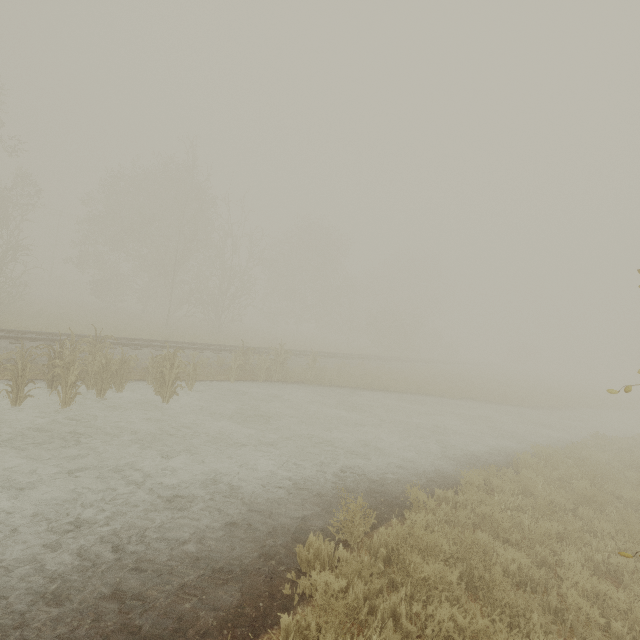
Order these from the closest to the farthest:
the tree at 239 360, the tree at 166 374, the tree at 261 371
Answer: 1. the tree at 166 374
2. the tree at 239 360
3. the tree at 261 371

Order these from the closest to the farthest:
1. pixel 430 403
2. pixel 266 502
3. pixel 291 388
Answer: pixel 266 502, pixel 291 388, pixel 430 403

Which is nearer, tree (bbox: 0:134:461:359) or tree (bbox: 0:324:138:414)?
tree (bbox: 0:324:138:414)

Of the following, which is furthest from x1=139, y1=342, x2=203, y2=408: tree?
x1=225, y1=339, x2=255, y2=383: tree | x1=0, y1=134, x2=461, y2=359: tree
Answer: x1=0, y1=134, x2=461, y2=359: tree

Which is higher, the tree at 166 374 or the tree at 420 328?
the tree at 420 328

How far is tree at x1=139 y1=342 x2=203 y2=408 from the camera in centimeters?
1030cm

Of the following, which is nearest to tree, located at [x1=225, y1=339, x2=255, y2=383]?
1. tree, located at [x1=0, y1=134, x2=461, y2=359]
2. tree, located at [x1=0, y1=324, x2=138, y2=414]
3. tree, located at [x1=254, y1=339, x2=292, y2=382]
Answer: tree, located at [x1=254, y1=339, x2=292, y2=382]

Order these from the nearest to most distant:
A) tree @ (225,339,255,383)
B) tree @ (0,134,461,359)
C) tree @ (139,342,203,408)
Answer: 1. tree @ (139,342,203,408)
2. tree @ (225,339,255,383)
3. tree @ (0,134,461,359)
